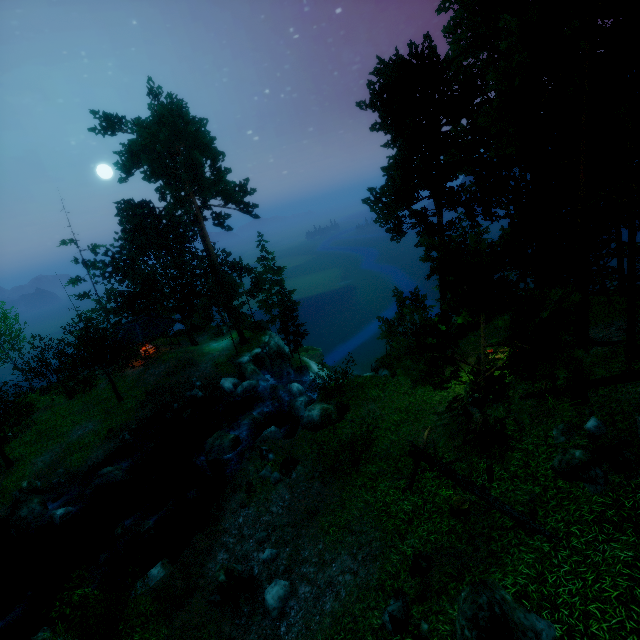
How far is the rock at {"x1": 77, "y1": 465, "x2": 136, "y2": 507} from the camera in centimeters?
1973cm

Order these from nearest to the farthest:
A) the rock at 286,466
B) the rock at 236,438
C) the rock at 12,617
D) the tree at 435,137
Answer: the tree at 435,137, the rock at 12,617, the rock at 286,466, the rock at 236,438

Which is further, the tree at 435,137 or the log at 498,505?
the log at 498,505

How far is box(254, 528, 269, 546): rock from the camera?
12.49m

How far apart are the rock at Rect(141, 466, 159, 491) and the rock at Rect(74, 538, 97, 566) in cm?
292

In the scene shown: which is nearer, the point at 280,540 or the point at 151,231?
the point at 280,540

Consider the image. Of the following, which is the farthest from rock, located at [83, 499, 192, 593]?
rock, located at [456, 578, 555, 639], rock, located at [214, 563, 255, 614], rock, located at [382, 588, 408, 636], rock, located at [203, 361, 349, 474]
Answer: rock, located at [456, 578, 555, 639]

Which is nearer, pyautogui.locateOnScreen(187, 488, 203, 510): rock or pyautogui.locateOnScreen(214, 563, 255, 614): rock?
pyautogui.locateOnScreen(214, 563, 255, 614): rock
